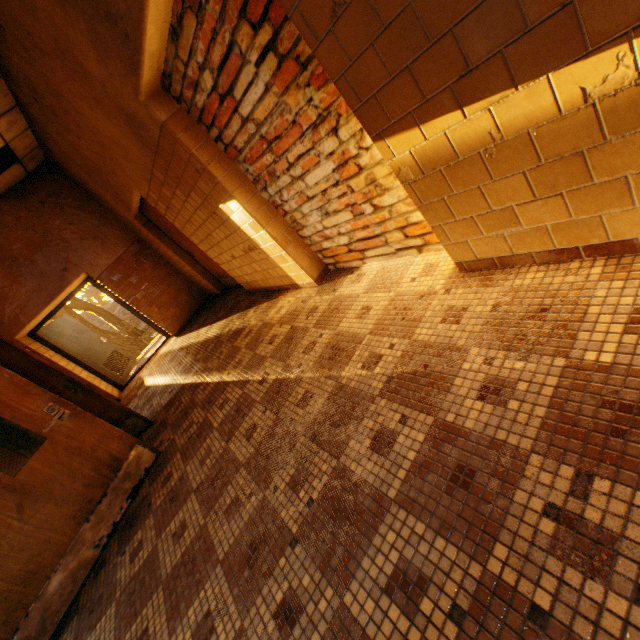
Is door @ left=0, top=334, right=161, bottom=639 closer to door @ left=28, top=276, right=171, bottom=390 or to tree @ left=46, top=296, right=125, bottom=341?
door @ left=28, top=276, right=171, bottom=390

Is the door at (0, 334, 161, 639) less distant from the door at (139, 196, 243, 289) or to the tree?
the door at (139, 196, 243, 289)

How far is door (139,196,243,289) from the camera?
5.50m

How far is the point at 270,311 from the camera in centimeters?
407cm

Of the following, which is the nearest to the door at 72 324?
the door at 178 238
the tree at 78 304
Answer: the door at 178 238

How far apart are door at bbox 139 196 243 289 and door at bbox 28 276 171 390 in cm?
371

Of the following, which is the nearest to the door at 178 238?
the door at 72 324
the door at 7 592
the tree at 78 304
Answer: the door at 7 592

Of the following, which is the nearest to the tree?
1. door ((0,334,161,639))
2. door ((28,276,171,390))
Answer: door ((28,276,171,390))
